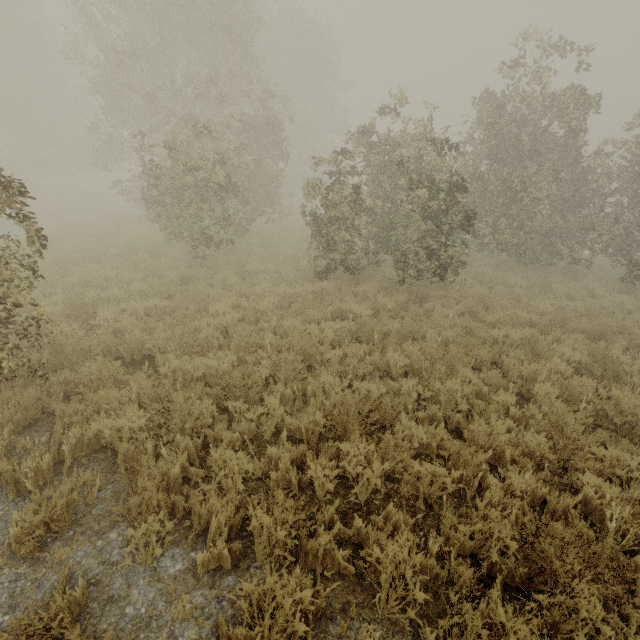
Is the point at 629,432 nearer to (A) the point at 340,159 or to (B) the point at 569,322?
(B) the point at 569,322
